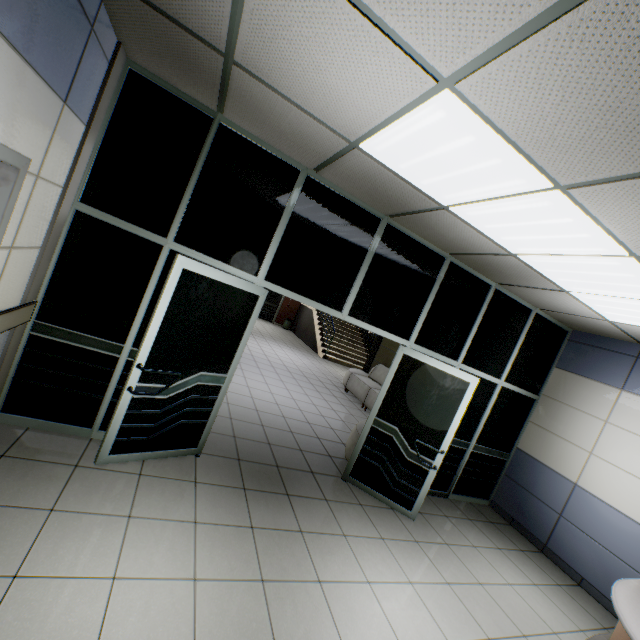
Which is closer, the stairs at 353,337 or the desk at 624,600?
the desk at 624,600

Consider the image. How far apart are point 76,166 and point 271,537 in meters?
3.5 m

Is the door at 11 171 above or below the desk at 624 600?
above

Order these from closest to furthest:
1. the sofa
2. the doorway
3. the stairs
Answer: the doorway < the sofa < the stairs

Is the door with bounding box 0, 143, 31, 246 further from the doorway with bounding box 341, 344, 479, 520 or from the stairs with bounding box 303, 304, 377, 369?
the stairs with bounding box 303, 304, 377, 369

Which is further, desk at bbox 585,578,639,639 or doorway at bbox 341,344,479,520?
doorway at bbox 341,344,479,520

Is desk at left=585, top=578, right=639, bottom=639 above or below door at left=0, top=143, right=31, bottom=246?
below

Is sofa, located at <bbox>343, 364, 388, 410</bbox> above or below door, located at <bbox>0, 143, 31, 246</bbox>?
below
